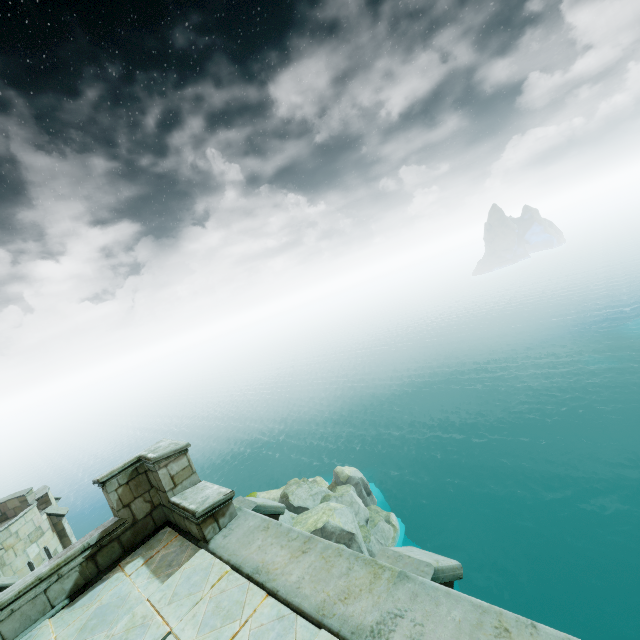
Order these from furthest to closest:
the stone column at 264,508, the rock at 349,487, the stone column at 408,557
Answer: the rock at 349,487
the stone column at 264,508
the stone column at 408,557

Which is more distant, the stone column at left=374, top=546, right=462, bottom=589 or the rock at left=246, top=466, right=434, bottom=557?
the rock at left=246, top=466, right=434, bottom=557

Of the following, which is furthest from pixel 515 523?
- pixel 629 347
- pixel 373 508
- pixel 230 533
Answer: pixel 230 533

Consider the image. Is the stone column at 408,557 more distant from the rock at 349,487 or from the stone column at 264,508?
the rock at 349,487

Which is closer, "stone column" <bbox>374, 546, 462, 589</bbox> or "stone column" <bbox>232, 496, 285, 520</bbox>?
"stone column" <bbox>374, 546, 462, 589</bbox>

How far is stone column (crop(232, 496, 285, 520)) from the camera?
5.5 meters

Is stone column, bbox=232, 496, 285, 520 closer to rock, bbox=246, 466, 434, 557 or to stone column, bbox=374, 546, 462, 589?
stone column, bbox=374, 546, 462, 589
